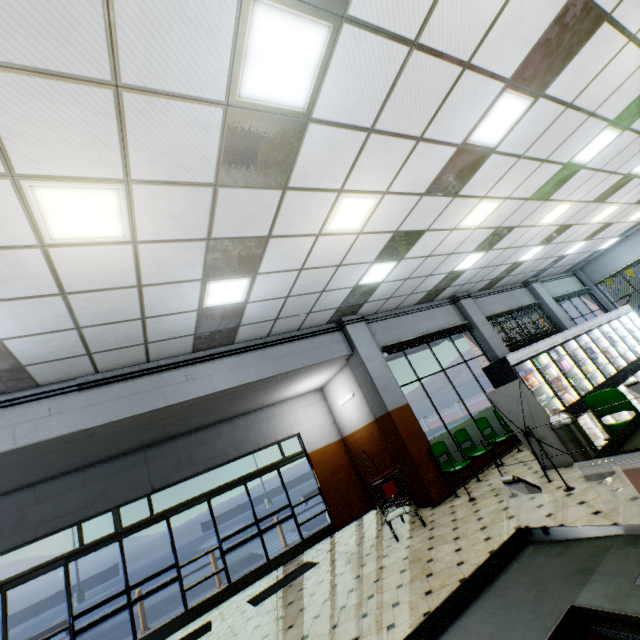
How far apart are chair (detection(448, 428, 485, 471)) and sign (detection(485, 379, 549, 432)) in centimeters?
141cm

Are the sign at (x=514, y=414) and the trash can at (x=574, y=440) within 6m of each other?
yes

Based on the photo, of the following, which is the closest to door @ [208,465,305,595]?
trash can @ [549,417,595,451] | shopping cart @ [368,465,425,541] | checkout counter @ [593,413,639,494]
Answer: shopping cart @ [368,465,425,541]

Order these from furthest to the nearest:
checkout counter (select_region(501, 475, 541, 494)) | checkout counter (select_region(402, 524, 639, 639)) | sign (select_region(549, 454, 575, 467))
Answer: sign (select_region(549, 454, 575, 467)), checkout counter (select_region(501, 475, 541, 494)), checkout counter (select_region(402, 524, 639, 639))

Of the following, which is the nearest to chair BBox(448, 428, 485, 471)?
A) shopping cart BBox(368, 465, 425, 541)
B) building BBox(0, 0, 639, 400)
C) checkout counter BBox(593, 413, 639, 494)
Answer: building BBox(0, 0, 639, 400)

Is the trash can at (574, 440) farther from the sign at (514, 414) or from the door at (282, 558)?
the door at (282, 558)

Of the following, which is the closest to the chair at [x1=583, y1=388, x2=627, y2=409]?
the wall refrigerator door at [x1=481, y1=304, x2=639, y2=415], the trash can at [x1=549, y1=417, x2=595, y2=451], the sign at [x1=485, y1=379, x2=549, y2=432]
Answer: the trash can at [x1=549, y1=417, x2=595, y2=451]

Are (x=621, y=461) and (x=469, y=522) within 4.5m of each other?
yes
